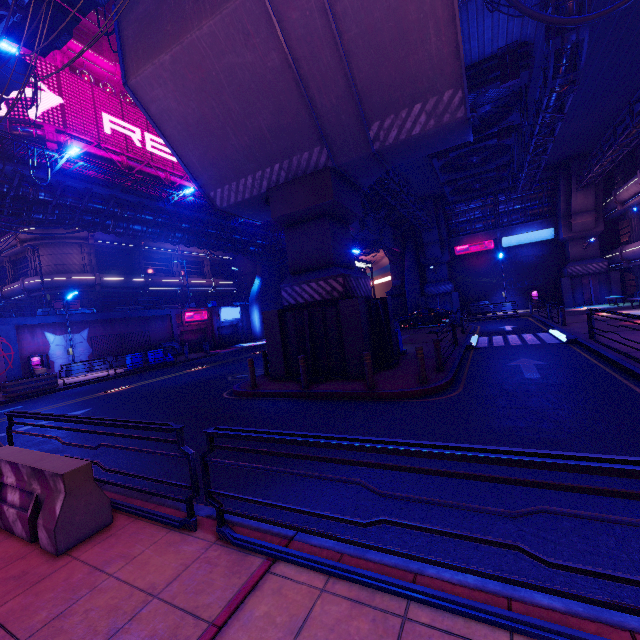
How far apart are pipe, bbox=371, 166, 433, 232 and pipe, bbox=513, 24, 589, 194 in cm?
713

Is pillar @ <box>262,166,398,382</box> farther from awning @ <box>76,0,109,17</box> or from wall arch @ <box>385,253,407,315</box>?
wall arch @ <box>385,253,407,315</box>

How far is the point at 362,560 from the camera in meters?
3.0 m

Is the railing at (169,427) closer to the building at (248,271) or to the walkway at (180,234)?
the walkway at (180,234)

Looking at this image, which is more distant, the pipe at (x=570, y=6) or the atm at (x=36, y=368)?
the atm at (x=36, y=368)

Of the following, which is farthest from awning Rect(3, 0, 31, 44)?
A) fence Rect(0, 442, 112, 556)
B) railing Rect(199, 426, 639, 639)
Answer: railing Rect(199, 426, 639, 639)

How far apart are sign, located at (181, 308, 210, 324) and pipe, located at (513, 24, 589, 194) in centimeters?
3101cm

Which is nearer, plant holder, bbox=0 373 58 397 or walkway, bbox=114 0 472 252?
walkway, bbox=114 0 472 252
